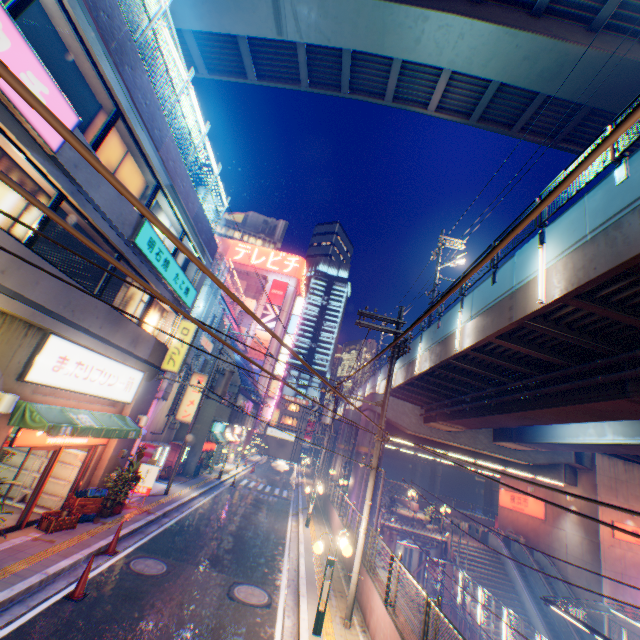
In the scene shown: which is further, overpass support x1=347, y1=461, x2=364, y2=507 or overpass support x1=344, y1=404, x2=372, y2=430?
overpass support x1=344, y1=404, x2=372, y2=430

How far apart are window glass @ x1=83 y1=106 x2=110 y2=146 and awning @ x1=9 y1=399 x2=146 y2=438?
6.2m

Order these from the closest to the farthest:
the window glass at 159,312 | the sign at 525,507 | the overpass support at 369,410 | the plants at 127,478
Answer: the plants at 127,478, the window glass at 159,312, the overpass support at 369,410, the sign at 525,507

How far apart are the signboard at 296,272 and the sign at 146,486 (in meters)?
41.43

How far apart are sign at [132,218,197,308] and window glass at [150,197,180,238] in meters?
0.6

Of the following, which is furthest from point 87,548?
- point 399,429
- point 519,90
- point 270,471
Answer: point 270,471

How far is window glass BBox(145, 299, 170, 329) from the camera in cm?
1374

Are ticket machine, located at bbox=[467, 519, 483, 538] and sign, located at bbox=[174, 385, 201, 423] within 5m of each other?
Result: no
